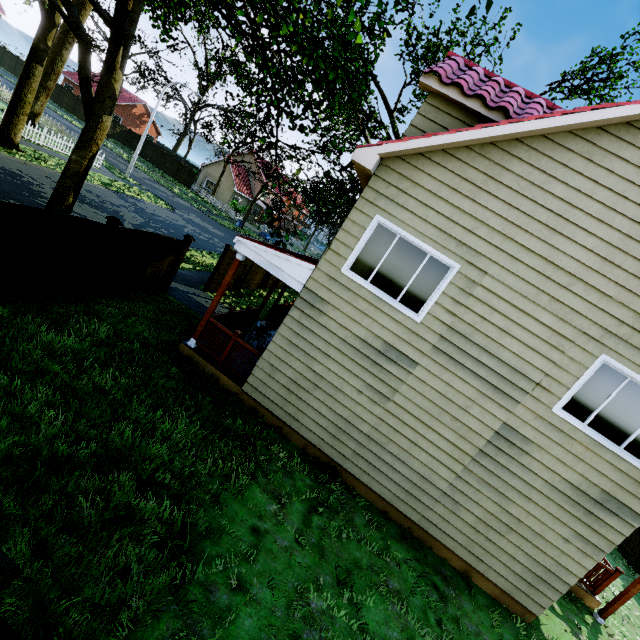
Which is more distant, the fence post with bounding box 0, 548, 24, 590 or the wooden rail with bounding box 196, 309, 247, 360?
the wooden rail with bounding box 196, 309, 247, 360

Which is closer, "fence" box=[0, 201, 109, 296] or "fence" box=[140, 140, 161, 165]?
"fence" box=[0, 201, 109, 296]

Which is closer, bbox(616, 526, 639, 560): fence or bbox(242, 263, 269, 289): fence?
bbox(616, 526, 639, 560): fence

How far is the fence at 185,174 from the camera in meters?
42.8 m

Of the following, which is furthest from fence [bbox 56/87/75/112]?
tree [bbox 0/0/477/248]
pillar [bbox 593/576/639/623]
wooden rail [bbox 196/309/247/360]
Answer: pillar [bbox 593/576/639/623]

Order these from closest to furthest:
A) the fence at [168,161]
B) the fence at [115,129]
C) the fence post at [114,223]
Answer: the fence post at [114,223] < the fence at [115,129] < the fence at [168,161]

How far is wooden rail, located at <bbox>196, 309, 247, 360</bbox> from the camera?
8.07m

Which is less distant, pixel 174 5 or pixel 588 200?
pixel 588 200
